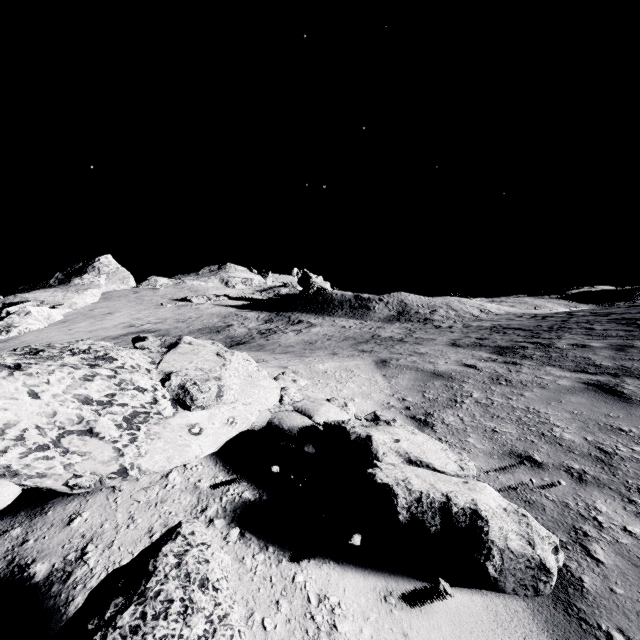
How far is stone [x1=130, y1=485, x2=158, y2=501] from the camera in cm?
181

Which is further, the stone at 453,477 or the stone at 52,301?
the stone at 52,301

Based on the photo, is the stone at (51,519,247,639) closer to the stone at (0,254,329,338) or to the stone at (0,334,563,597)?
the stone at (0,334,563,597)

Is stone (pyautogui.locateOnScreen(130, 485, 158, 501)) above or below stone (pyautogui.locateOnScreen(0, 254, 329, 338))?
below

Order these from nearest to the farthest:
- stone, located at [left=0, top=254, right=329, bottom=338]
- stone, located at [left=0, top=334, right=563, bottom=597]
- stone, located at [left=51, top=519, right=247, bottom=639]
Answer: stone, located at [left=51, top=519, right=247, bottom=639]
stone, located at [left=0, top=334, right=563, bottom=597]
stone, located at [left=0, top=254, right=329, bottom=338]

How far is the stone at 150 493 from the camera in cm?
181

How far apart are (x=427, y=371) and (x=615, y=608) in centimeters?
502cm

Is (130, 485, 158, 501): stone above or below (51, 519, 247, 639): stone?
above
